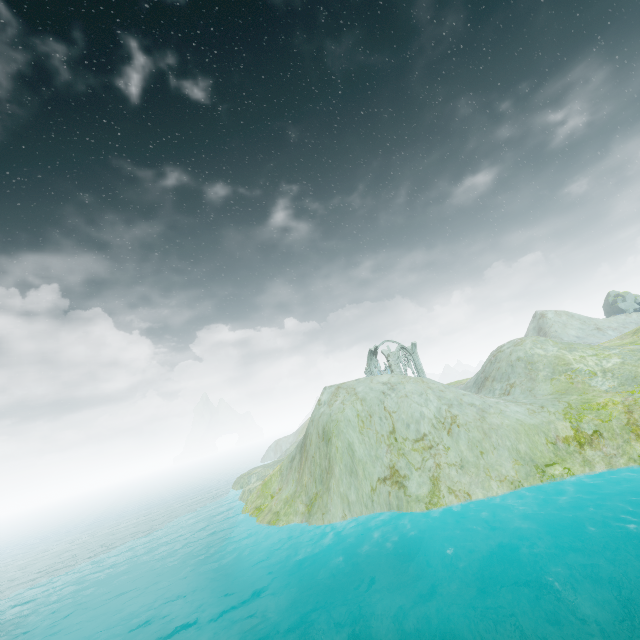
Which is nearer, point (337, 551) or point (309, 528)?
point (337, 551)

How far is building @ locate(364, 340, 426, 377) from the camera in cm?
5153

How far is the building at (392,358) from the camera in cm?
5153
